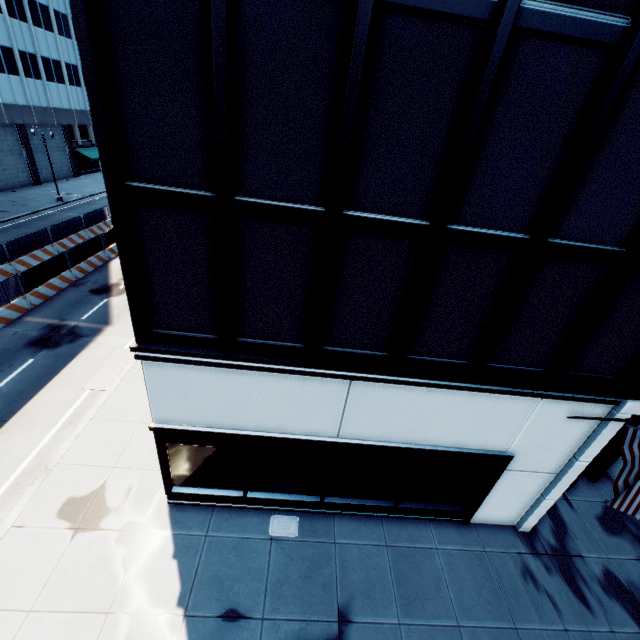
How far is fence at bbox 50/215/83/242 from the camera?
25.3m

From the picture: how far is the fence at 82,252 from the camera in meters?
22.0

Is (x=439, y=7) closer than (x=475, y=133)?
Yes

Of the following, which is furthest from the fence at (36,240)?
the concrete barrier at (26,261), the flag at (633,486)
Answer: the flag at (633,486)

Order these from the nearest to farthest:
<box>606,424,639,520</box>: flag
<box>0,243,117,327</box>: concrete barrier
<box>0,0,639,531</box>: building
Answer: <box>0,0,639,531</box>: building → <box>606,424,639,520</box>: flag → <box>0,243,117,327</box>: concrete barrier

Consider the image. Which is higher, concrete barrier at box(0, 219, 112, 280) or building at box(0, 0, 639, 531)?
building at box(0, 0, 639, 531)

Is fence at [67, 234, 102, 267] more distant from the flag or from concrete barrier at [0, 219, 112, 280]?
the flag
